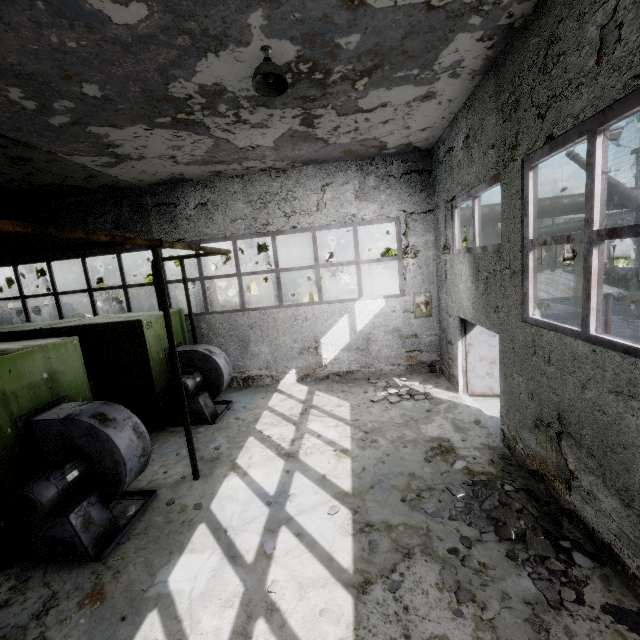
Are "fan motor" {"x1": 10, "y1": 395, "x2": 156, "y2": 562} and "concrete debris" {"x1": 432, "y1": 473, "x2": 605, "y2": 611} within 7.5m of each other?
yes

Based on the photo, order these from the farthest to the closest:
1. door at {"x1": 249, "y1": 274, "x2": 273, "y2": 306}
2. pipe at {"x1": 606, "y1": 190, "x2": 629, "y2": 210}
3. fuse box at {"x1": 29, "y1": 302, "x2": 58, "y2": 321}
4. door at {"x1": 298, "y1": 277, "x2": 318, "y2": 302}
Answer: door at {"x1": 298, "y1": 277, "x2": 318, "y2": 302} < door at {"x1": 249, "y1": 274, "x2": 273, "y2": 306} < fuse box at {"x1": 29, "y1": 302, "x2": 58, "y2": 321} < pipe at {"x1": 606, "y1": 190, "x2": 629, "y2": 210}

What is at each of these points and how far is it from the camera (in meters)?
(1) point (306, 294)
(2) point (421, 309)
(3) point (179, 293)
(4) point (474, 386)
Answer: (1) door, 33.34
(2) power box, 10.23
(3) fuse box, 28.88
(4) door, 8.61

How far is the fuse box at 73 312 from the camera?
17.30m

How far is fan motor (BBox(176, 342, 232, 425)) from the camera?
8.4m

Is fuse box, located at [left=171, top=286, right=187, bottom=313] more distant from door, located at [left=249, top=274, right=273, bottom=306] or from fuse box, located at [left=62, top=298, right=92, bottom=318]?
door, located at [left=249, top=274, right=273, bottom=306]

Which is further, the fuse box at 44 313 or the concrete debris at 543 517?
the fuse box at 44 313

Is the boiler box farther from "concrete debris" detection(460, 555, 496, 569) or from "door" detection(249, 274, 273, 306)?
"door" detection(249, 274, 273, 306)
